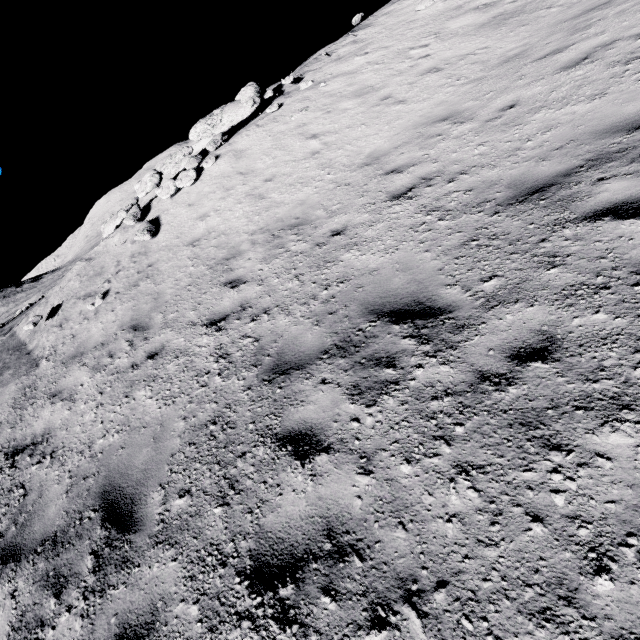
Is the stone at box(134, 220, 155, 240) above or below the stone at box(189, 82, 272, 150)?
below

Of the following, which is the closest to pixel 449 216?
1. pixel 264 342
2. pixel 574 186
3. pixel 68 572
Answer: pixel 574 186

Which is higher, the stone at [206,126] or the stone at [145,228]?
the stone at [206,126]

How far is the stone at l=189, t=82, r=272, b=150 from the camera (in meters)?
12.45

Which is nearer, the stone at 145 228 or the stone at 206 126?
the stone at 145 228

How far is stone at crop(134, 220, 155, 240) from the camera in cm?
1008

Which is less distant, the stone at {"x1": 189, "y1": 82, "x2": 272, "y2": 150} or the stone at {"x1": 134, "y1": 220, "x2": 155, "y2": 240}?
the stone at {"x1": 134, "y1": 220, "x2": 155, "y2": 240}
